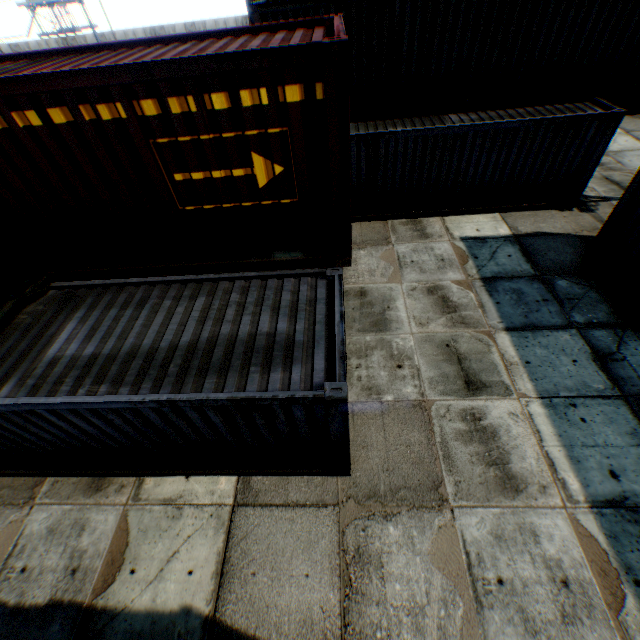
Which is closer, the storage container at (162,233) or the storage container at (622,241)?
the storage container at (162,233)

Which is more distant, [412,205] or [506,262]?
[412,205]

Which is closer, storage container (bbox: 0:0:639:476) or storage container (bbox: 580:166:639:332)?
storage container (bbox: 0:0:639:476)
